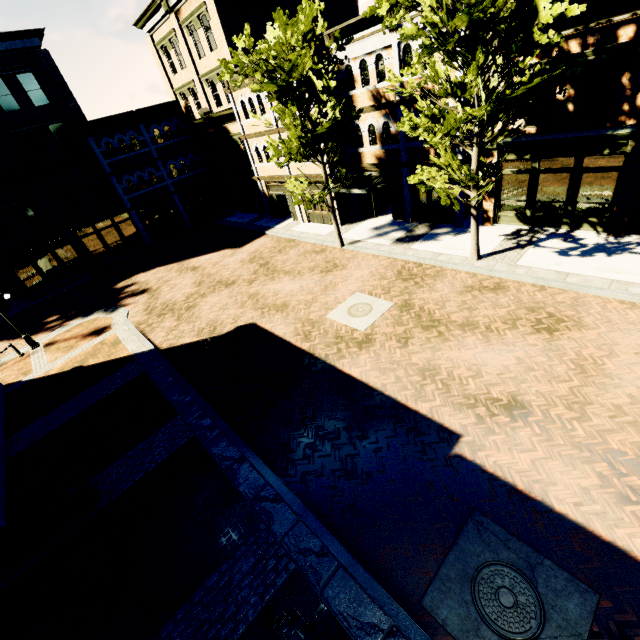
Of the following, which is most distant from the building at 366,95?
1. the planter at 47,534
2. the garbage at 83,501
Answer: the planter at 47,534

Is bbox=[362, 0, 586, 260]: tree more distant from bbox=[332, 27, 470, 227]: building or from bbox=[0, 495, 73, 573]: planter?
bbox=[0, 495, 73, 573]: planter

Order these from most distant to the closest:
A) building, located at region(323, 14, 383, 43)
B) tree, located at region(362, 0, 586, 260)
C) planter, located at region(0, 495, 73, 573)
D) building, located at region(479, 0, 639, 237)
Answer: building, located at region(323, 14, 383, 43), building, located at region(479, 0, 639, 237), tree, located at region(362, 0, 586, 260), planter, located at region(0, 495, 73, 573)

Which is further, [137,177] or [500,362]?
[137,177]

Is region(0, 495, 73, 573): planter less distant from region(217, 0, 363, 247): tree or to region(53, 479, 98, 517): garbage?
region(53, 479, 98, 517): garbage

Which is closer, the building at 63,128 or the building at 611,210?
the building at 611,210

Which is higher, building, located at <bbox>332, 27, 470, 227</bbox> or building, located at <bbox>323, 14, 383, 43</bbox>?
building, located at <bbox>323, 14, 383, 43</bbox>
